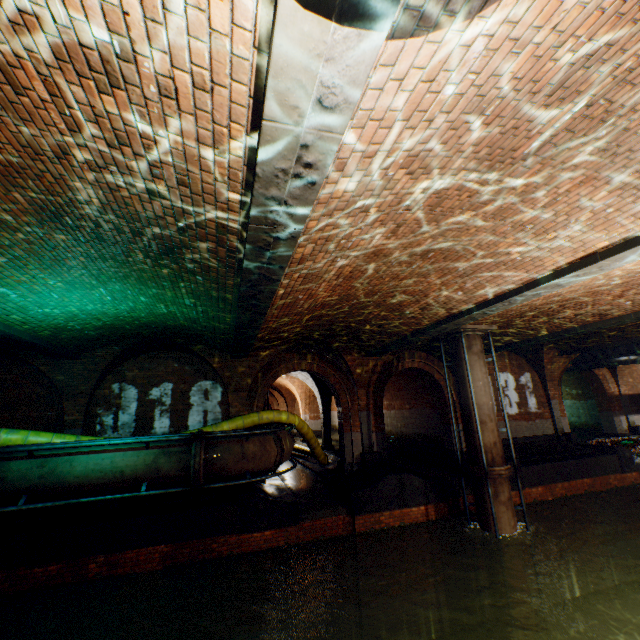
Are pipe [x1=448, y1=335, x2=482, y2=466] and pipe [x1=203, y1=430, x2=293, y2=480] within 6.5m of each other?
yes

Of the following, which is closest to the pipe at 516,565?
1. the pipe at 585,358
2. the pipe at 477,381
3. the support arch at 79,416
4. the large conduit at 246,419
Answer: the pipe at 477,381

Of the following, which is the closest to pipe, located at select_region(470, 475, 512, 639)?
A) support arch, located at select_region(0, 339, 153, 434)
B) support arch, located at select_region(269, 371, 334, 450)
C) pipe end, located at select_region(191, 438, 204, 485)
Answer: pipe end, located at select_region(191, 438, 204, 485)

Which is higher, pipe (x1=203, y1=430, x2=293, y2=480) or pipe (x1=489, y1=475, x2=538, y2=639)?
pipe (x1=203, y1=430, x2=293, y2=480)

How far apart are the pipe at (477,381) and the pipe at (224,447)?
5.3m

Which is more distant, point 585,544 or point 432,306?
point 585,544

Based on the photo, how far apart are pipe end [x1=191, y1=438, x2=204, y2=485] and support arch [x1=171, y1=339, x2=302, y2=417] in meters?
3.0

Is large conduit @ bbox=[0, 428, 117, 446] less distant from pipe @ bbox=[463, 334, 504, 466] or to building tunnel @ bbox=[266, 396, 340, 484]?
building tunnel @ bbox=[266, 396, 340, 484]
